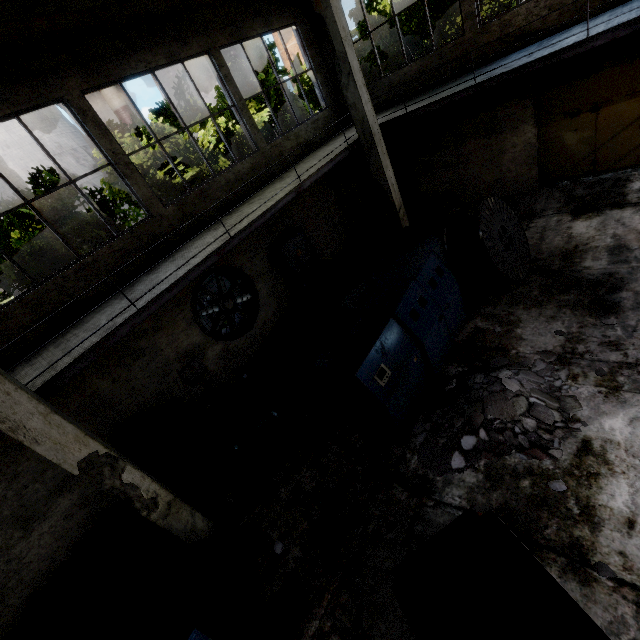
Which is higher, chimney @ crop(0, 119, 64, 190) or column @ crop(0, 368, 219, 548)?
chimney @ crop(0, 119, 64, 190)

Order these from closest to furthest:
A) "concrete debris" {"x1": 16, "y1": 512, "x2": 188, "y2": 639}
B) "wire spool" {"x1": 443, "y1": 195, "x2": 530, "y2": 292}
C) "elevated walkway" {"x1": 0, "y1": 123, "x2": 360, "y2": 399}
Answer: "elevated walkway" {"x1": 0, "y1": 123, "x2": 360, "y2": 399}
"concrete debris" {"x1": 16, "y1": 512, "x2": 188, "y2": 639}
"wire spool" {"x1": 443, "y1": 195, "x2": 530, "y2": 292}

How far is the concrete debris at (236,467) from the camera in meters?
6.1

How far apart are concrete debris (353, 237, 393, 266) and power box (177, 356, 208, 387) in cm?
653

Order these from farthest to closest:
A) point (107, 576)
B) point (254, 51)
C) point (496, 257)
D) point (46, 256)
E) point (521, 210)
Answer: point (254, 51) → point (46, 256) → point (521, 210) → point (496, 257) → point (107, 576)

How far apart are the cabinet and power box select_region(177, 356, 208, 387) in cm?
132

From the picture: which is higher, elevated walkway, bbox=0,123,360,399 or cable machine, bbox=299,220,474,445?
elevated walkway, bbox=0,123,360,399

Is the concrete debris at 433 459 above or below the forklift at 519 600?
below
